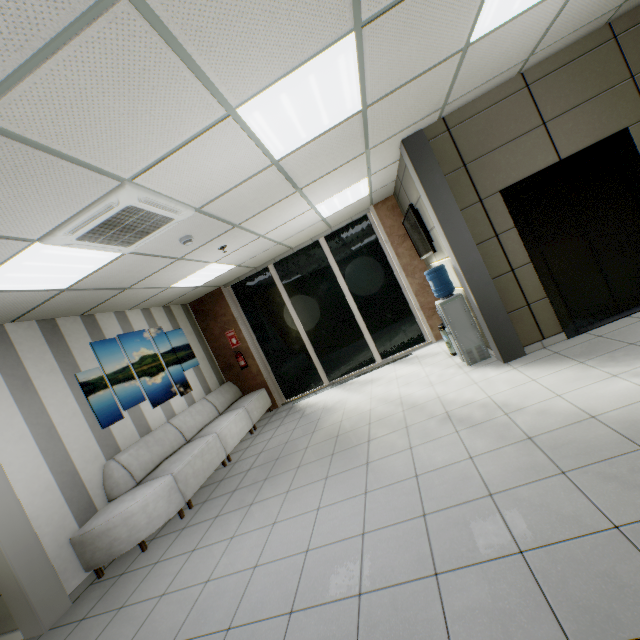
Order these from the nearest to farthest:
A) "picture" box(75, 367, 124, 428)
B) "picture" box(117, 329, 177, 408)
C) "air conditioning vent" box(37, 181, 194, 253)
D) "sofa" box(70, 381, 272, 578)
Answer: "air conditioning vent" box(37, 181, 194, 253), "sofa" box(70, 381, 272, 578), "picture" box(75, 367, 124, 428), "picture" box(117, 329, 177, 408)

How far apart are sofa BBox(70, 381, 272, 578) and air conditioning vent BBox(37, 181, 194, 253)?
2.9 meters

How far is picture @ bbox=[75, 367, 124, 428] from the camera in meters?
4.6 m

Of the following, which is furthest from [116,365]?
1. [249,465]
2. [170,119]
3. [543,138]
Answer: [543,138]

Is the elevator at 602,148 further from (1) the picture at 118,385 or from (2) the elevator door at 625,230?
(1) the picture at 118,385

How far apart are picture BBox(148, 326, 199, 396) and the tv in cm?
530

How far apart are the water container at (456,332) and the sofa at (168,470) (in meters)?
4.15

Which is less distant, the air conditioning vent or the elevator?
the air conditioning vent
